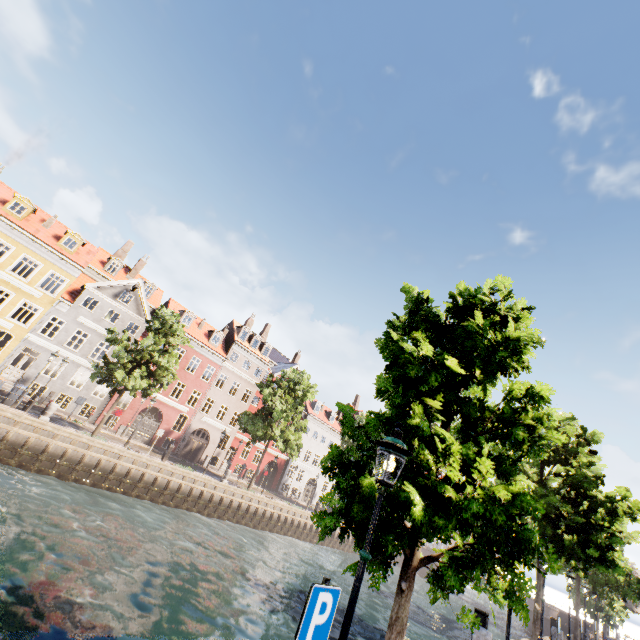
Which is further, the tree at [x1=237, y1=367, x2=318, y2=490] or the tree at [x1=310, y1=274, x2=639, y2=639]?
the tree at [x1=237, y1=367, x2=318, y2=490]

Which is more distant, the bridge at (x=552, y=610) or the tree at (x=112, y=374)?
Result: the bridge at (x=552, y=610)

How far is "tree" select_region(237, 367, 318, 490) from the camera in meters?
28.7

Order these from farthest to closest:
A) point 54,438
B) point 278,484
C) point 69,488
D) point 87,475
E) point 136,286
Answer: point 278,484 < point 136,286 < point 87,475 < point 54,438 < point 69,488

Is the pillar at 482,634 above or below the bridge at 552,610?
above

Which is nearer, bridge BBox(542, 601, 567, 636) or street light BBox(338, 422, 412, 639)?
street light BBox(338, 422, 412, 639)

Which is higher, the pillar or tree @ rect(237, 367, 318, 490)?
tree @ rect(237, 367, 318, 490)

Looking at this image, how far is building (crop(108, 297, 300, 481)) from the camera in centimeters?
3163cm
